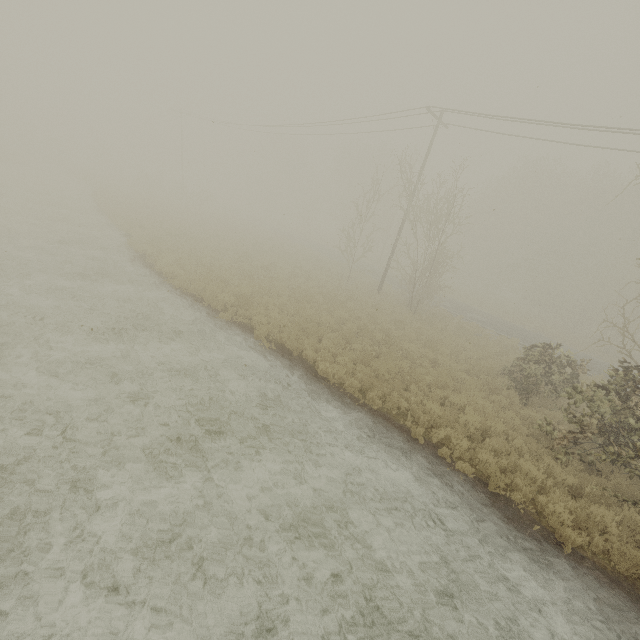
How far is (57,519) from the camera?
4.8m
